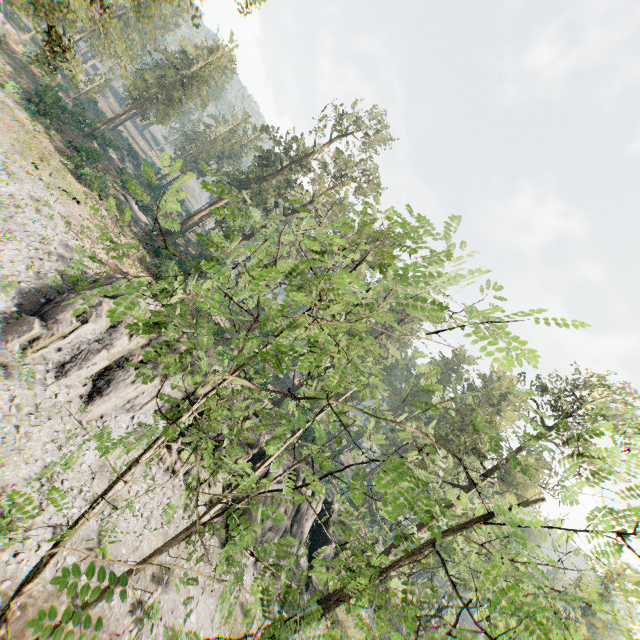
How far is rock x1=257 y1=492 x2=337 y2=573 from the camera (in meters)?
25.11

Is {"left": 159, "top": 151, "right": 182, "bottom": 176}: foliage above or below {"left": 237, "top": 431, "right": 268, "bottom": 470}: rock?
above

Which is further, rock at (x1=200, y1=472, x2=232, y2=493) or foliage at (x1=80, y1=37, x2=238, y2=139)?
foliage at (x1=80, y1=37, x2=238, y2=139)

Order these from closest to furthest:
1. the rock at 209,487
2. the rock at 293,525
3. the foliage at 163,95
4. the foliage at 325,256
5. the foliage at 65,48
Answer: the foliage at 325,256 < the foliage at 65,48 < the rock at 209,487 < the rock at 293,525 < the foliage at 163,95

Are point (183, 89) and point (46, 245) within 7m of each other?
no

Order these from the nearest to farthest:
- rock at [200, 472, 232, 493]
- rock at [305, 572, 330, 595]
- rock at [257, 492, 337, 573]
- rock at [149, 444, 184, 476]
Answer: rock at [149, 444, 184, 476]
rock at [200, 472, 232, 493]
rock at [257, 492, 337, 573]
rock at [305, 572, 330, 595]

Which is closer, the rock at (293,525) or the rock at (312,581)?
the rock at (293,525)
